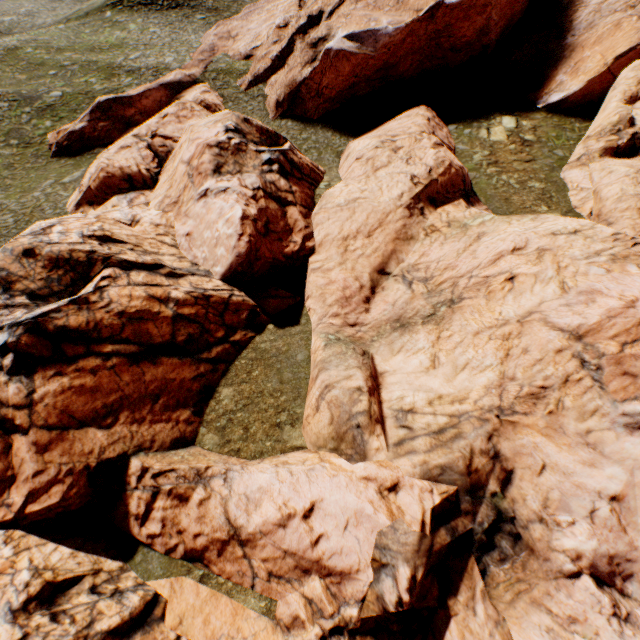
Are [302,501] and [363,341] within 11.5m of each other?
yes
